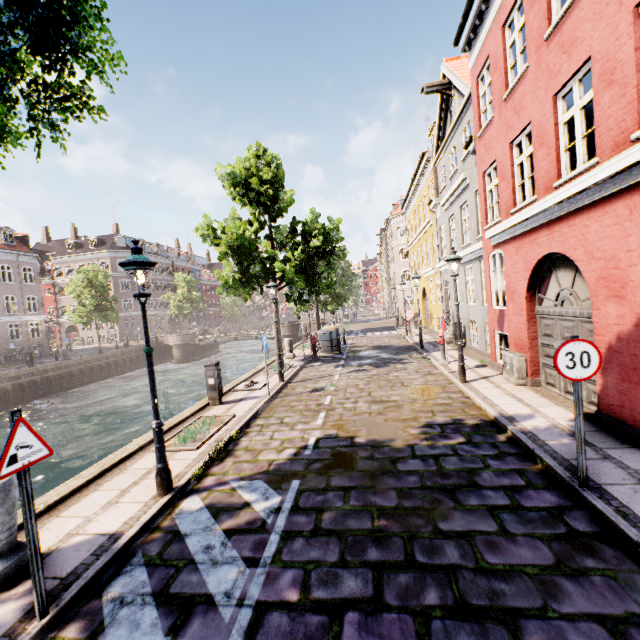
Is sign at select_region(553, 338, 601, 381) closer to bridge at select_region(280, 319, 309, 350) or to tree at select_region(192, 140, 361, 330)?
tree at select_region(192, 140, 361, 330)

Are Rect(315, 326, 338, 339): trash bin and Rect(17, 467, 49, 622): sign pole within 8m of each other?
no

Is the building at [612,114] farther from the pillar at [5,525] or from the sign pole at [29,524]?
the sign pole at [29,524]

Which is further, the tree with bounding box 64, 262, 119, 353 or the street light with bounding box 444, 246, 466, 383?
the tree with bounding box 64, 262, 119, 353

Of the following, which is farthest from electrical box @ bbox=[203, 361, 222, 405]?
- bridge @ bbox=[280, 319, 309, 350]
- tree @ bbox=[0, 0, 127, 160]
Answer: bridge @ bbox=[280, 319, 309, 350]

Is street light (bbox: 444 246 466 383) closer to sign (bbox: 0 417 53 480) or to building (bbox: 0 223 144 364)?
sign (bbox: 0 417 53 480)

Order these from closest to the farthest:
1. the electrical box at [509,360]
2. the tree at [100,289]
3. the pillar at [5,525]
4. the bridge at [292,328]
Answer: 1. the pillar at [5,525]
2. the electrical box at [509,360]
3. the tree at [100,289]
4. the bridge at [292,328]

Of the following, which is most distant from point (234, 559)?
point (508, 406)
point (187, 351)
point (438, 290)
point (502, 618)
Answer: point (187, 351)
